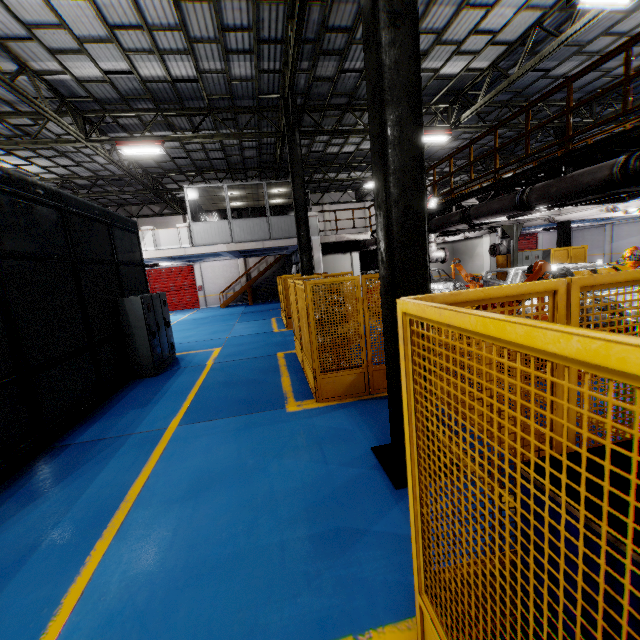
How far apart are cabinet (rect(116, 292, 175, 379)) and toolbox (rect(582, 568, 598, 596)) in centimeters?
880cm

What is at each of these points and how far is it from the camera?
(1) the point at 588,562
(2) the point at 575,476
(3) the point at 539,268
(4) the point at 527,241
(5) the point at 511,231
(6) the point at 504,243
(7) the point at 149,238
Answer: (1) toolbox, 1.46m
(2) toolbox, 1.69m
(3) robot arm, 7.40m
(4) door, 33.00m
(5) metal pole, 12.90m
(6) vent pipe, 13.80m
(7) cement column, 16.11m

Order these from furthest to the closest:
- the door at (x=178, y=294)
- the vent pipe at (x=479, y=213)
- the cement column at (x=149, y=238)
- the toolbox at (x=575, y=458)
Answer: the door at (x=178, y=294)
the cement column at (x=149, y=238)
the vent pipe at (x=479, y=213)
the toolbox at (x=575, y=458)

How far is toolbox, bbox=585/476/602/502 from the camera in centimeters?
154cm

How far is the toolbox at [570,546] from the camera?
1.5m

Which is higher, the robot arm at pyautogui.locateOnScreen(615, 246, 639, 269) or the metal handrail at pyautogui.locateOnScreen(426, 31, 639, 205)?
the metal handrail at pyautogui.locateOnScreen(426, 31, 639, 205)

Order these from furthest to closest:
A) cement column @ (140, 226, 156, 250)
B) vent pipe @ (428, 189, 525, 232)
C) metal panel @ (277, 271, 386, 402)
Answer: cement column @ (140, 226, 156, 250), vent pipe @ (428, 189, 525, 232), metal panel @ (277, 271, 386, 402)
